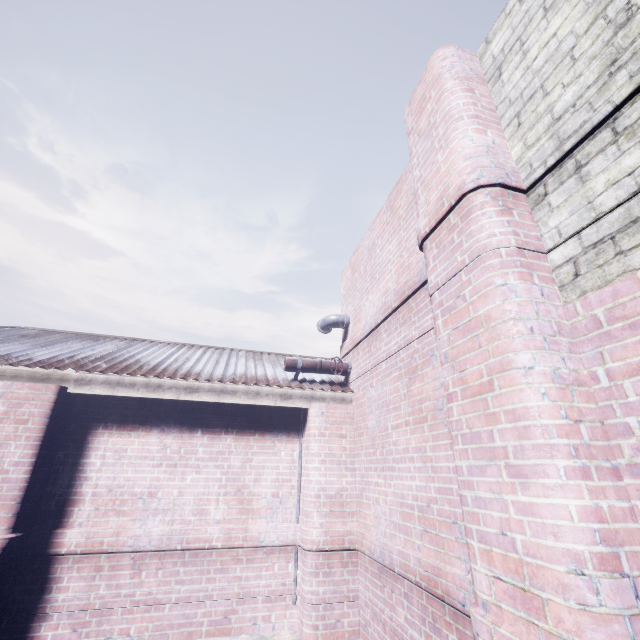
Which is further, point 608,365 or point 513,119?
point 513,119

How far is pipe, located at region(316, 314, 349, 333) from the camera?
4.5m

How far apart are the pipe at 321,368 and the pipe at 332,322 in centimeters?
54cm

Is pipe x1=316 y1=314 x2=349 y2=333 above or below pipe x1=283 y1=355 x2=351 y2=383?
above

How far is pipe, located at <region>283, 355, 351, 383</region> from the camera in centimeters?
405cm

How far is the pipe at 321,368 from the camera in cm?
405

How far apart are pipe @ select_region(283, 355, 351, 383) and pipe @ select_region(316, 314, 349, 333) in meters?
0.5 m
